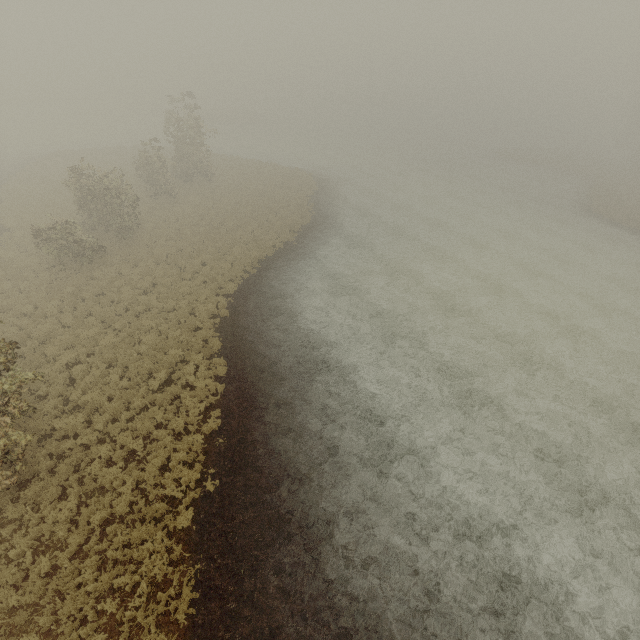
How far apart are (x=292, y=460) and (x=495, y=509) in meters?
7.4
